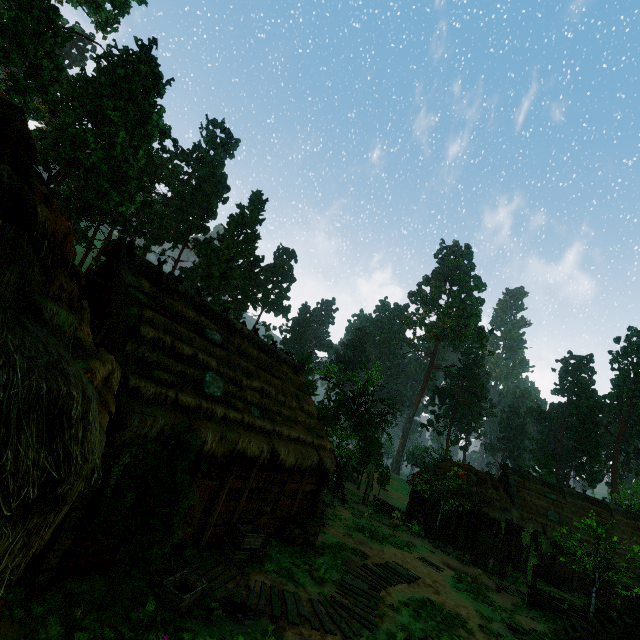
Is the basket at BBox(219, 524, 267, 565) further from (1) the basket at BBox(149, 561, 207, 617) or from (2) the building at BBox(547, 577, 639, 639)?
(1) the basket at BBox(149, 561, 207, 617)

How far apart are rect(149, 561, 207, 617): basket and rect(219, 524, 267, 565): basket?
1.71m

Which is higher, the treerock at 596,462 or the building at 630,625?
the treerock at 596,462

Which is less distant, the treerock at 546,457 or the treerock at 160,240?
the treerock at 160,240

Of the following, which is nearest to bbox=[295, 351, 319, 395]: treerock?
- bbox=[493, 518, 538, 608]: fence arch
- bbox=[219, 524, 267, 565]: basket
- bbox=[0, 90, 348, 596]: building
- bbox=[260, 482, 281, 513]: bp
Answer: bbox=[0, 90, 348, 596]: building

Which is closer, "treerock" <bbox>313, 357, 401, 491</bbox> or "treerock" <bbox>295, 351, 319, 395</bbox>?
"treerock" <bbox>313, 357, 401, 491</bbox>

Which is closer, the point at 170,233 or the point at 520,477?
the point at 520,477

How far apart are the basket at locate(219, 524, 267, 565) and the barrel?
1.90m
